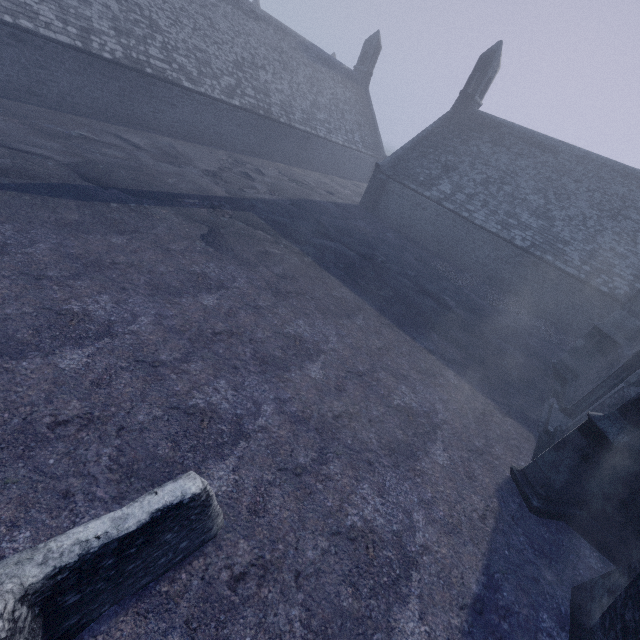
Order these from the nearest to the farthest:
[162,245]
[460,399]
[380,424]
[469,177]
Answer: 1. [380,424]
2. [460,399]
3. [162,245]
4. [469,177]
